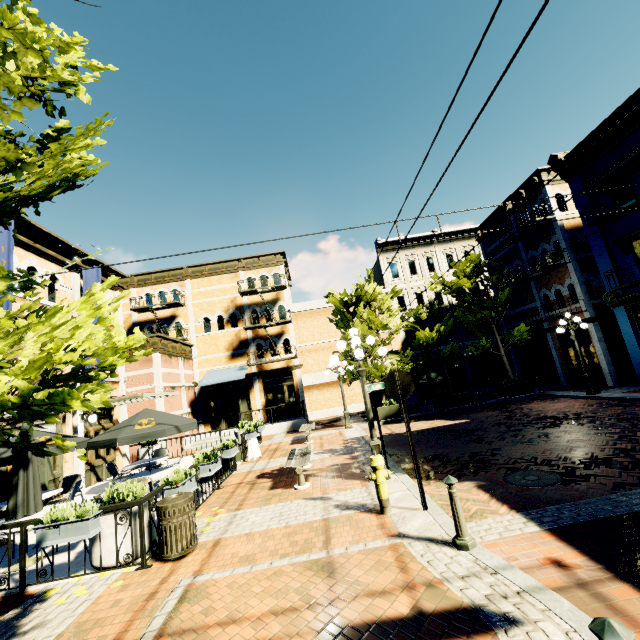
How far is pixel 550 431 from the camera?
9.7m

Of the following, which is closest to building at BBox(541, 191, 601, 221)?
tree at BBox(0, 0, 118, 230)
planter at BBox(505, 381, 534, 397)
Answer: tree at BBox(0, 0, 118, 230)

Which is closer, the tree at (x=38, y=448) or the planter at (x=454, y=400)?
the tree at (x=38, y=448)

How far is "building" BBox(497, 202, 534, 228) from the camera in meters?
17.7

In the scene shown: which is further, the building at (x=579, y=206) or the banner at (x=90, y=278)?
the building at (x=579, y=206)

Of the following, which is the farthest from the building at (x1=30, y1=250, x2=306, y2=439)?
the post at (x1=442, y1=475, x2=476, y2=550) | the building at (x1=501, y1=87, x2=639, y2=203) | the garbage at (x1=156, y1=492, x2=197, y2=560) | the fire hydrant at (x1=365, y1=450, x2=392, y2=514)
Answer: the post at (x1=442, y1=475, x2=476, y2=550)

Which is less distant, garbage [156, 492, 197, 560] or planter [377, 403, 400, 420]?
garbage [156, 492, 197, 560]

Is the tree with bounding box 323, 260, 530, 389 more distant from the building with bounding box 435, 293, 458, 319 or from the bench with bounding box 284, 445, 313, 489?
the bench with bounding box 284, 445, 313, 489
